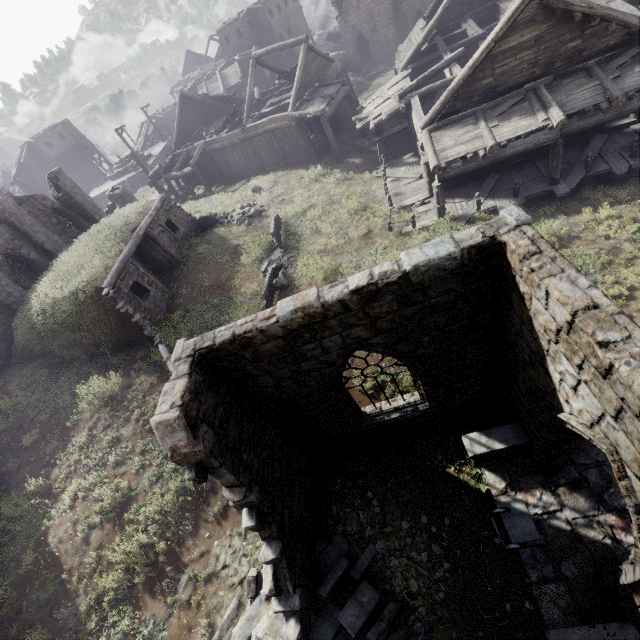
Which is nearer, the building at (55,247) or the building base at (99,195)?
the building at (55,247)

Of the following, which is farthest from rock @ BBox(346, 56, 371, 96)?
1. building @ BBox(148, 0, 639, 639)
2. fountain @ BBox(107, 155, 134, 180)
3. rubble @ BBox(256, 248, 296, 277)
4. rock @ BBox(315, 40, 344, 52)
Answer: rubble @ BBox(256, 248, 296, 277)

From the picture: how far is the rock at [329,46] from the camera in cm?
4159

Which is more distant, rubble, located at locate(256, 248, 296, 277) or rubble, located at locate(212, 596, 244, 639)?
rubble, located at locate(256, 248, 296, 277)

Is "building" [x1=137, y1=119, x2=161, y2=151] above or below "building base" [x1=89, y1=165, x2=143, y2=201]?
above

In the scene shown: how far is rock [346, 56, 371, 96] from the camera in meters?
35.5

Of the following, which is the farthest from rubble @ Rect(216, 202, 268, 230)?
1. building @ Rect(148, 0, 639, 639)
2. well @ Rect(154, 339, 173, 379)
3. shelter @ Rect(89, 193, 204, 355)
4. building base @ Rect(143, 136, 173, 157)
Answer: building base @ Rect(143, 136, 173, 157)

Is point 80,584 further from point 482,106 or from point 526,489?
point 482,106
